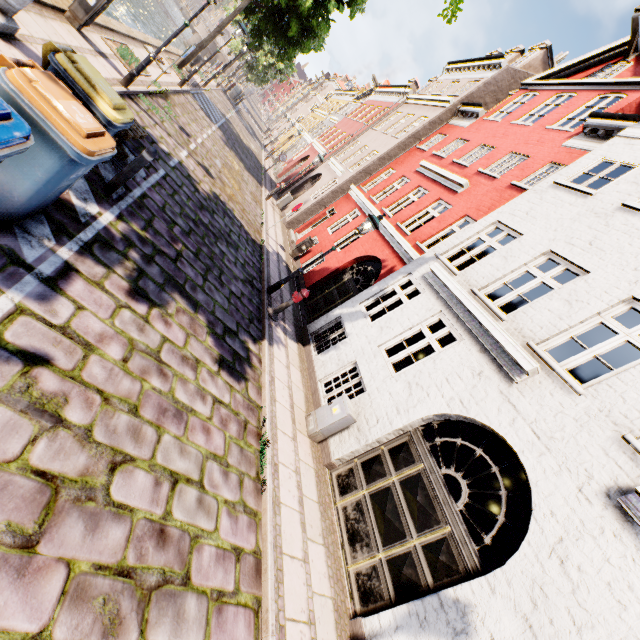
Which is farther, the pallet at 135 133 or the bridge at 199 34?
the bridge at 199 34

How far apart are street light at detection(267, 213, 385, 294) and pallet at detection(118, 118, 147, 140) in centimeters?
460cm

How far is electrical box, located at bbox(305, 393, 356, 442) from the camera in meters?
6.7 m

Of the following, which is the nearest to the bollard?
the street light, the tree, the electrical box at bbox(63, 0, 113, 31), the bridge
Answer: the tree

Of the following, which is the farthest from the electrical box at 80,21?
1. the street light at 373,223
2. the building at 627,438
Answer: A: the building at 627,438

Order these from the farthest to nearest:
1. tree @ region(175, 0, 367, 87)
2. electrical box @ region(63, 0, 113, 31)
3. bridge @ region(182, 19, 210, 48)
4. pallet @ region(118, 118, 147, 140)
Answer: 1. bridge @ region(182, 19, 210, 48)
2. tree @ region(175, 0, 367, 87)
3. electrical box @ region(63, 0, 113, 31)
4. pallet @ region(118, 118, 147, 140)

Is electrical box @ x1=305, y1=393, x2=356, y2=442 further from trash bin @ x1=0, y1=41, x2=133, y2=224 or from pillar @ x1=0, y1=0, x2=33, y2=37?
pillar @ x1=0, y1=0, x2=33, y2=37

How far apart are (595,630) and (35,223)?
7.9 meters
